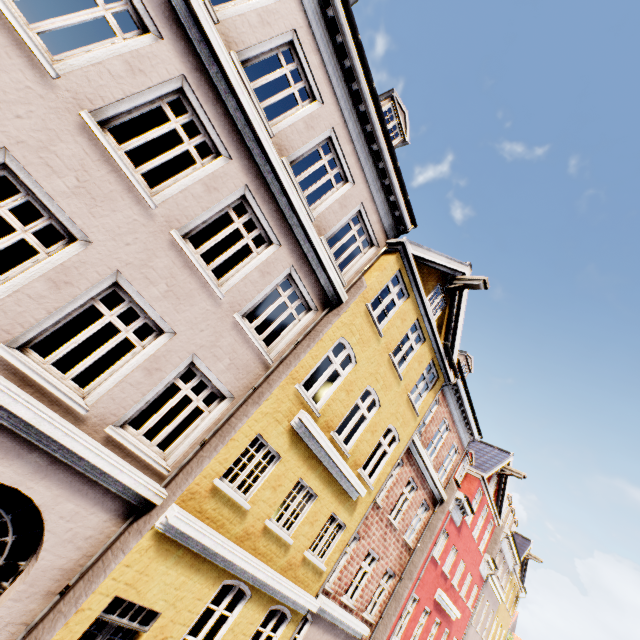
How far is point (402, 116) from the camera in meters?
10.4
